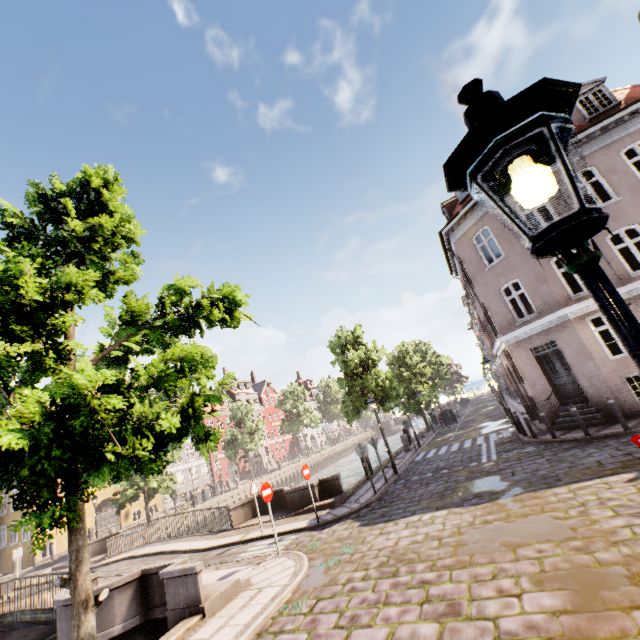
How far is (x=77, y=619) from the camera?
4.57m

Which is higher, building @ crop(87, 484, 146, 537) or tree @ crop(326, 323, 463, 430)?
tree @ crop(326, 323, 463, 430)

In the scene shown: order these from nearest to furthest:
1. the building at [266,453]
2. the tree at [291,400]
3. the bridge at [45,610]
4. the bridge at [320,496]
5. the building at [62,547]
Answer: the bridge at [45,610]
the bridge at [320,496]
the building at [62,547]
the tree at [291,400]
the building at [266,453]

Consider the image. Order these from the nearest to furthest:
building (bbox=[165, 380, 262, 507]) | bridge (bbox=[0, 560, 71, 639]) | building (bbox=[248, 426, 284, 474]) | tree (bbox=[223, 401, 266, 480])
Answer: bridge (bbox=[0, 560, 71, 639]), tree (bbox=[223, 401, 266, 480]), building (bbox=[165, 380, 262, 507]), building (bbox=[248, 426, 284, 474])

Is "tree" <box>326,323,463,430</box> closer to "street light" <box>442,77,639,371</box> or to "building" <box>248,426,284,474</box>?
"street light" <box>442,77,639,371</box>

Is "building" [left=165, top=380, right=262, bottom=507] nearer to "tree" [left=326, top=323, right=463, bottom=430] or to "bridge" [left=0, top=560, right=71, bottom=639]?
"tree" [left=326, top=323, right=463, bottom=430]

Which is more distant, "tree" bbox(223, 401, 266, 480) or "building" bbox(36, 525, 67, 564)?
"tree" bbox(223, 401, 266, 480)

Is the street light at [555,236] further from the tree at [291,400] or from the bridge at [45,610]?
the bridge at [45,610]
